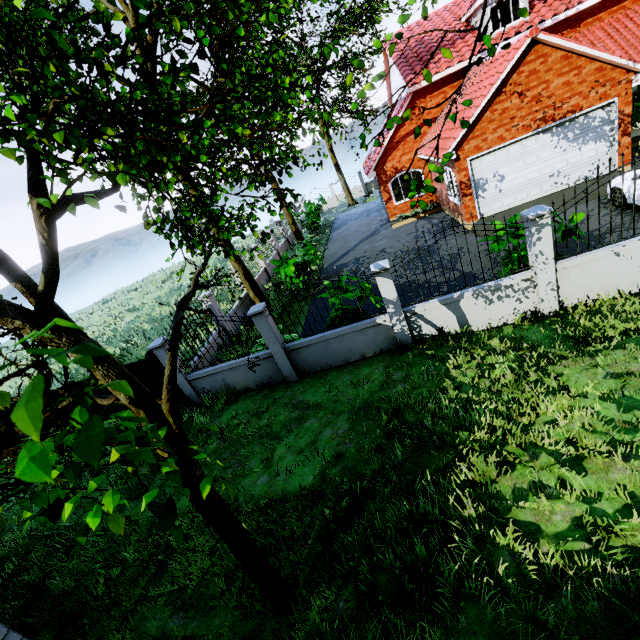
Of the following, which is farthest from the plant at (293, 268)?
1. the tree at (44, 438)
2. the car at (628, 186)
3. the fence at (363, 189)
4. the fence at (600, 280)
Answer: the fence at (363, 189)

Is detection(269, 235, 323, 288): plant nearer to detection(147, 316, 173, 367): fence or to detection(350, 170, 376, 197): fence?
detection(147, 316, 173, 367): fence

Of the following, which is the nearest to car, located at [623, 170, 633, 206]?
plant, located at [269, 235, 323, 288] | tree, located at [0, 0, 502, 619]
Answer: tree, located at [0, 0, 502, 619]

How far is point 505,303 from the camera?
7.52m

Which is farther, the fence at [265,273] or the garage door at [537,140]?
the fence at [265,273]

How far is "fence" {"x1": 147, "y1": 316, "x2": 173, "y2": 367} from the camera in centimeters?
908cm

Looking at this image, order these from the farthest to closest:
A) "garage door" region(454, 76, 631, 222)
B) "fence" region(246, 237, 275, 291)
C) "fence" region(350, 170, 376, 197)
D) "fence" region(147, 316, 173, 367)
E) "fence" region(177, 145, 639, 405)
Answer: "fence" region(350, 170, 376, 197)
"fence" region(246, 237, 275, 291)
"garage door" region(454, 76, 631, 222)
"fence" region(147, 316, 173, 367)
"fence" region(177, 145, 639, 405)

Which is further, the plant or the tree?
the plant
